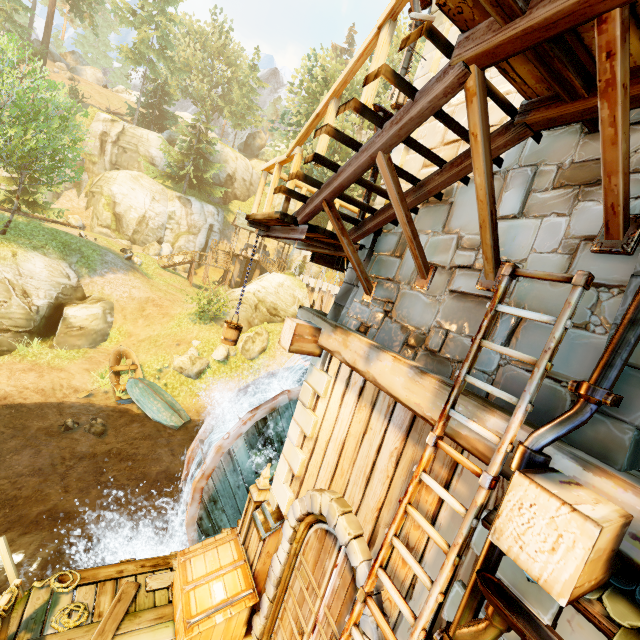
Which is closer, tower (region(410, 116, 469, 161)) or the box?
tower (region(410, 116, 469, 161))

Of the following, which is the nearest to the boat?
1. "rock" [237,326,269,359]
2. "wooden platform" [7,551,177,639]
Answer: "rock" [237,326,269,359]

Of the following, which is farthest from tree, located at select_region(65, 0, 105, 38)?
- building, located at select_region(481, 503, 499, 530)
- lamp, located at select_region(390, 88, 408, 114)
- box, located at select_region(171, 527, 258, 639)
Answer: lamp, located at select_region(390, 88, 408, 114)

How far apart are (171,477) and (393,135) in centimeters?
1521cm

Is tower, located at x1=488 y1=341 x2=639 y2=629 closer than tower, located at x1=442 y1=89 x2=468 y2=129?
Yes

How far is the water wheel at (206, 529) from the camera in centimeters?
739cm

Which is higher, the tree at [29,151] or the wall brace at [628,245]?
the tree at [29,151]

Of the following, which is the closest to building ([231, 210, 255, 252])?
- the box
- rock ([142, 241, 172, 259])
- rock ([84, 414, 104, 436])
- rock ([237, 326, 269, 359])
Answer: rock ([142, 241, 172, 259])
